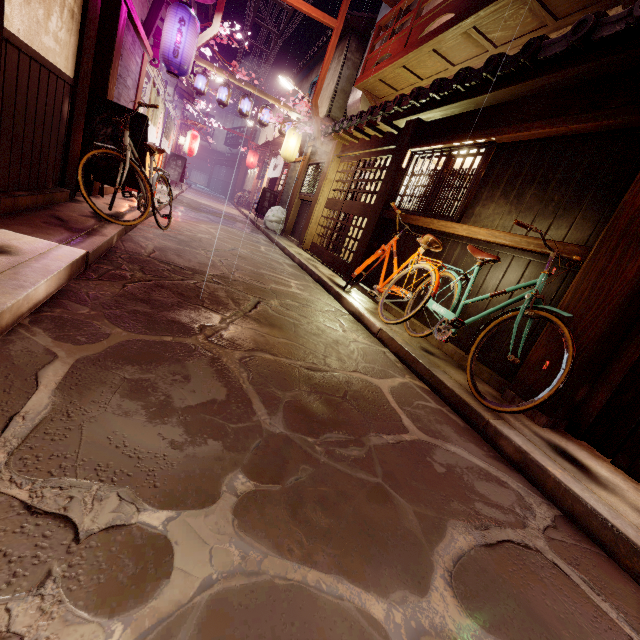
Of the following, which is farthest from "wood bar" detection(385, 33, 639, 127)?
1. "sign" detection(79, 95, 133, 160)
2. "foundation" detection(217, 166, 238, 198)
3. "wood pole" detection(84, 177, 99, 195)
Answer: "foundation" detection(217, 166, 238, 198)

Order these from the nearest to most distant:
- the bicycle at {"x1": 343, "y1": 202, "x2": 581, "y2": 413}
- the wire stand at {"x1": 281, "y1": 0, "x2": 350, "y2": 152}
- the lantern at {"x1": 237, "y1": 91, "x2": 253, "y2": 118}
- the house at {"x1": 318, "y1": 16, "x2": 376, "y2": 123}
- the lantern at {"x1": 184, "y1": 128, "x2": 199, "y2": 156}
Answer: the bicycle at {"x1": 343, "y1": 202, "x2": 581, "y2": 413}, the wire stand at {"x1": 281, "y1": 0, "x2": 350, "y2": 152}, the house at {"x1": 318, "y1": 16, "x2": 376, "y2": 123}, the lantern at {"x1": 237, "y1": 91, "x2": 253, "y2": 118}, the lantern at {"x1": 184, "y1": 128, "x2": 199, "y2": 156}

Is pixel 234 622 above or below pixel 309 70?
below

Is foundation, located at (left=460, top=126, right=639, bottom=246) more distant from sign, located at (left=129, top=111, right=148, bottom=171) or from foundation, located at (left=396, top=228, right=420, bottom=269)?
sign, located at (left=129, top=111, right=148, bottom=171)

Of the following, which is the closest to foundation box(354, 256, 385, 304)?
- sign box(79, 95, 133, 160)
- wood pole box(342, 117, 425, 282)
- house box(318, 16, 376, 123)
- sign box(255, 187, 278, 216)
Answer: wood pole box(342, 117, 425, 282)

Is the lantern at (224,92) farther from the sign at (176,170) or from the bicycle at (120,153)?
the bicycle at (120,153)

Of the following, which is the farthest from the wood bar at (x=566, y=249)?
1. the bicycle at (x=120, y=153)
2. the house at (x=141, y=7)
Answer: the house at (x=141, y=7)

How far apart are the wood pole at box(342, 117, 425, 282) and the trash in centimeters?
1152cm
